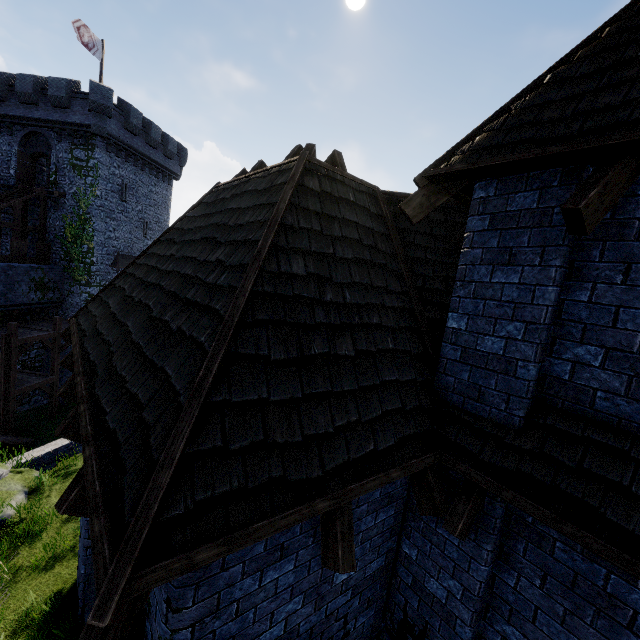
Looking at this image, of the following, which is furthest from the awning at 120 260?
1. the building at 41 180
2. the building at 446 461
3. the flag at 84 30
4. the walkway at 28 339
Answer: the building at 446 461

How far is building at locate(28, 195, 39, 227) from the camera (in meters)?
→ 24.31

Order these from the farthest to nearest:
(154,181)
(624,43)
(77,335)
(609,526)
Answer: (154,181) → (77,335) → (624,43) → (609,526)

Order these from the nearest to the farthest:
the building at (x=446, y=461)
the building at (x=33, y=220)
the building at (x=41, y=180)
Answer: the building at (x=446, y=461)
the building at (x=33, y=220)
the building at (x=41, y=180)

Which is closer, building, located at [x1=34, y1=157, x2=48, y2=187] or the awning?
building, located at [x1=34, y1=157, x2=48, y2=187]

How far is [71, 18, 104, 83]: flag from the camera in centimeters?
2148cm

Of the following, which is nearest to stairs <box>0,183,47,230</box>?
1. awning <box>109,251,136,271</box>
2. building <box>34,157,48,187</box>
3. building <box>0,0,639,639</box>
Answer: building <box>34,157,48,187</box>

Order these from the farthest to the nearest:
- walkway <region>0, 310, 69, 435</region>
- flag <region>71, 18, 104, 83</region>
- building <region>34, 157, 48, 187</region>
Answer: building <region>34, 157, 48, 187</region> → flag <region>71, 18, 104, 83</region> → walkway <region>0, 310, 69, 435</region>
